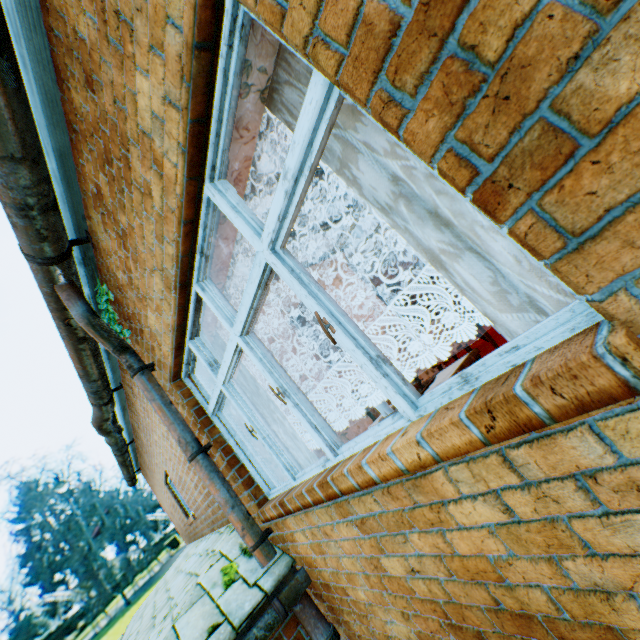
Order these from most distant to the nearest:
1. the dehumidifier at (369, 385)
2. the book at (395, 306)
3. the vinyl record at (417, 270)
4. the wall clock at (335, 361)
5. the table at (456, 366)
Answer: the vinyl record at (417, 270) → the book at (395, 306) → the wall clock at (335, 361) → the dehumidifier at (369, 385) → the table at (456, 366)

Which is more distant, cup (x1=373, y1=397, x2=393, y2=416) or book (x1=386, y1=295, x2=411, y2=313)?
book (x1=386, y1=295, x2=411, y2=313)

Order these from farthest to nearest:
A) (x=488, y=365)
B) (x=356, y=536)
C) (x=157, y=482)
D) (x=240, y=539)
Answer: (x=157, y=482) → (x=240, y=539) → (x=356, y=536) → (x=488, y=365)

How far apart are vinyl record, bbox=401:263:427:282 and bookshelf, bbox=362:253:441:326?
0.1m

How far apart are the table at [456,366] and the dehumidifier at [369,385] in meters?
1.0 m

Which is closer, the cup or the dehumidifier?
the cup

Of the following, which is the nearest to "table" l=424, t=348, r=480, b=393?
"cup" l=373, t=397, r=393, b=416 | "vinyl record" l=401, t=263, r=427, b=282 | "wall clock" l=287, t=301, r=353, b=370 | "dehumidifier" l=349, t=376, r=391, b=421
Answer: "cup" l=373, t=397, r=393, b=416

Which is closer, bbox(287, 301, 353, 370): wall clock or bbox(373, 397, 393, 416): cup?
bbox(373, 397, 393, 416): cup
